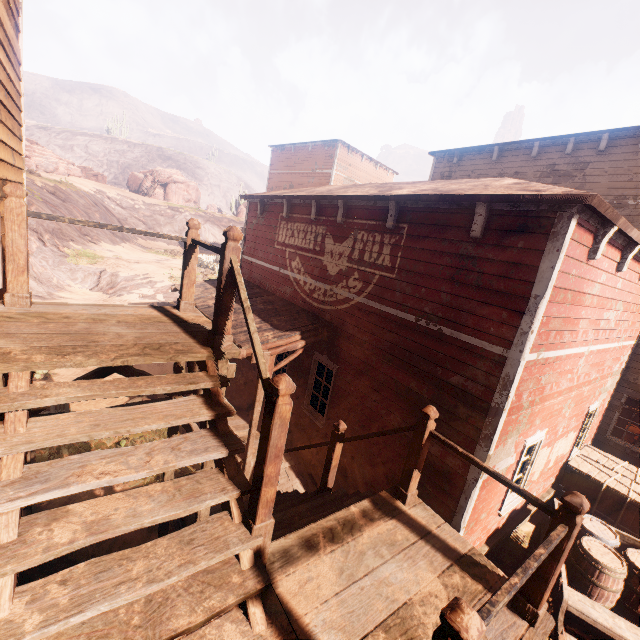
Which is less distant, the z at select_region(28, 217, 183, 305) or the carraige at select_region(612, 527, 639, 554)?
the carraige at select_region(612, 527, 639, 554)

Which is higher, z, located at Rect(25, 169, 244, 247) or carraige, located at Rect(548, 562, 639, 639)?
z, located at Rect(25, 169, 244, 247)

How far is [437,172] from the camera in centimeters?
1512cm

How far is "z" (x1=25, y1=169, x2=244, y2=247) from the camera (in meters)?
24.90

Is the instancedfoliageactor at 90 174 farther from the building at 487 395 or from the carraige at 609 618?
the carraige at 609 618

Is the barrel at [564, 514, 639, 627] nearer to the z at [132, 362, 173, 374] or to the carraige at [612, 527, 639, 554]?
the carraige at [612, 527, 639, 554]

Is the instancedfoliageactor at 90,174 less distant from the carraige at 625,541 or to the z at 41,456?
the z at 41,456

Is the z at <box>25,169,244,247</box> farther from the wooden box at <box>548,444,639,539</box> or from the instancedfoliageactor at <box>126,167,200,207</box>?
the instancedfoliageactor at <box>126,167,200,207</box>
